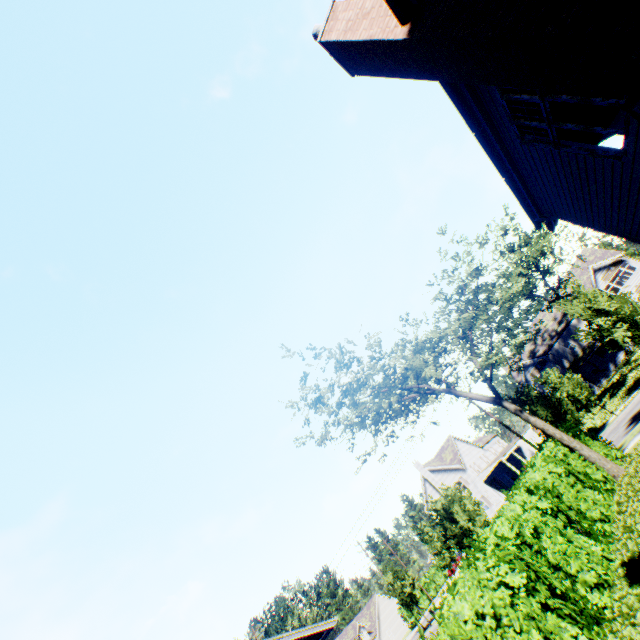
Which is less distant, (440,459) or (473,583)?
(473,583)

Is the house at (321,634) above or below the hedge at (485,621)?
above

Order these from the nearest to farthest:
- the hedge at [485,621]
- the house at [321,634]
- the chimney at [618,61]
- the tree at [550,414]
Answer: the chimney at [618,61] → the hedge at [485,621] → the house at [321,634] → the tree at [550,414]

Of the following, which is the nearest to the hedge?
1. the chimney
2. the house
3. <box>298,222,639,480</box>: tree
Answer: <box>298,222,639,480</box>: tree

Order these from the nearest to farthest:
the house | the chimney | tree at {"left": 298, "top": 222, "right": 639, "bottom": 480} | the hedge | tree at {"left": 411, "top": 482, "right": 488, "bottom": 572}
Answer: the chimney < the hedge < the house < tree at {"left": 298, "top": 222, "right": 639, "bottom": 480} < tree at {"left": 411, "top": 482, "right": 488, "bottom": 572}

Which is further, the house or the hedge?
the house

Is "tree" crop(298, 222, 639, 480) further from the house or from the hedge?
the house

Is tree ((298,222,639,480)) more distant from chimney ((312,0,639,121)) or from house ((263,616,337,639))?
chimney ((312,0,639,121))
